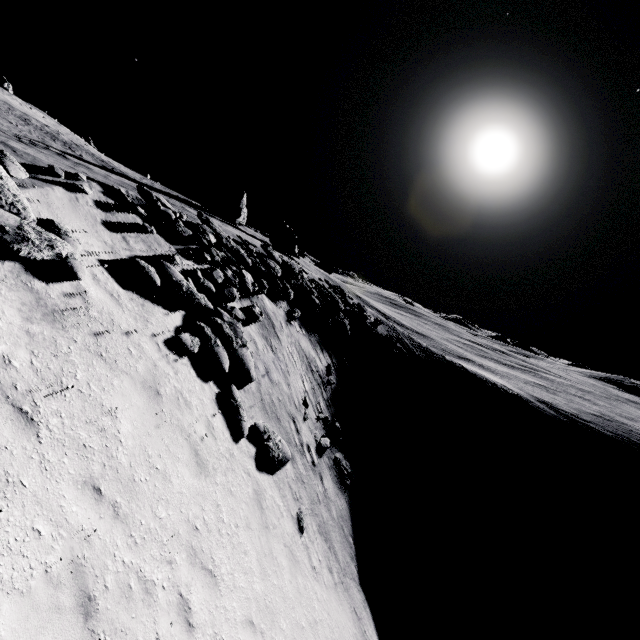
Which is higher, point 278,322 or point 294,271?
point 294,271

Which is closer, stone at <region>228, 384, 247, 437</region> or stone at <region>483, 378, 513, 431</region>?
stone at <region>228, 384, 247, 437</region>

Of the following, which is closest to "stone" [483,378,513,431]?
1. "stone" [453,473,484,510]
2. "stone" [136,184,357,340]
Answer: "stone" [453,473,484,510]

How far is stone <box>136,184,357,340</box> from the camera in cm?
1503

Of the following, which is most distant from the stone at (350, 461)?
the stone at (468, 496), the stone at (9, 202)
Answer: the stone at (9, 202)

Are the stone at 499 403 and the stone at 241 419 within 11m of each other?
no

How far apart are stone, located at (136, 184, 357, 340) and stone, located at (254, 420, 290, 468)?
10.8 meters

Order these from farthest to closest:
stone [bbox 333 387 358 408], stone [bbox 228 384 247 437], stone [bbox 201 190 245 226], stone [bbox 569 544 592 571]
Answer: stone [bbox 201 190 245 226], stone [bbox 569 544 592 571], stone [bbox 333 387 358 408], stone [bbox 228 384 247 437]
